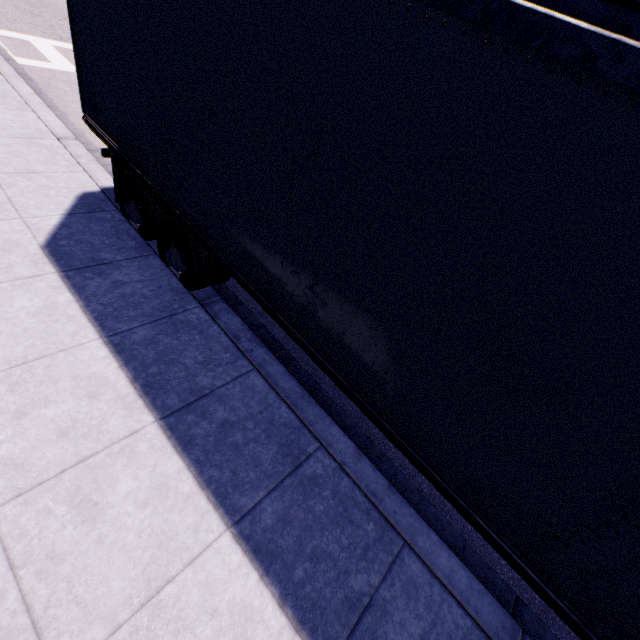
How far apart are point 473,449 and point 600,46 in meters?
2.3 m
